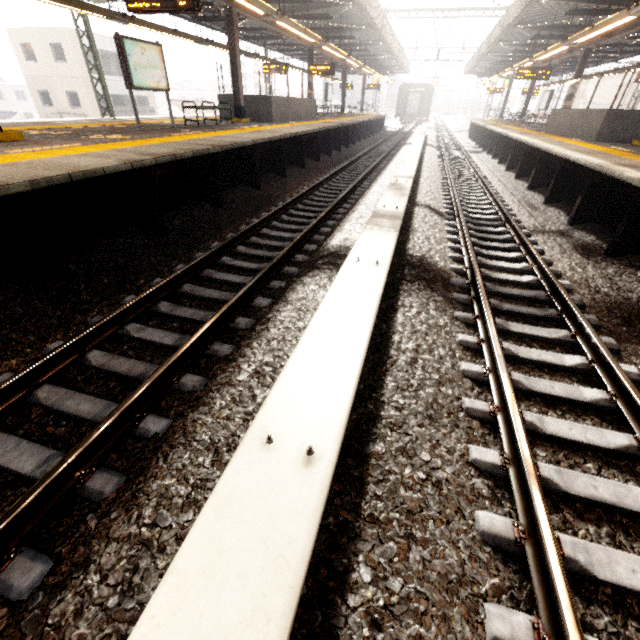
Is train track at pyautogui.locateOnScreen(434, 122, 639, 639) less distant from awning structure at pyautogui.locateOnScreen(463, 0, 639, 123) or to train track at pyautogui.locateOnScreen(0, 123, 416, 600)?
train track at pyautogui.locateOnScreen(0, 123, 416, 600)

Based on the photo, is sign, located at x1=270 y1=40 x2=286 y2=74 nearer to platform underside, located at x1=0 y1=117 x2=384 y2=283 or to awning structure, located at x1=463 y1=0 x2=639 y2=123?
platform underside, located at x1=0 y1=117 x2=384 y2=283

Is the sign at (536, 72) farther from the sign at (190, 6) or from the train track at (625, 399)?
the sign at (190, 6)

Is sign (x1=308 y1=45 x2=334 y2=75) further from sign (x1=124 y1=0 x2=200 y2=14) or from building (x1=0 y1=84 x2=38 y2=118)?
building (x1=0 y1=84 x2=38 y2=118)

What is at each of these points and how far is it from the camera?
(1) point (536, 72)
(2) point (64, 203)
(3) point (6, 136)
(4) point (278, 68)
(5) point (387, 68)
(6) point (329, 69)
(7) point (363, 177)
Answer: (1) sign, 15.9 meters
(2) platform underside, 4.6 meters
(3) awning structure, 6.0 meters
(4) sign, 18.8 meters
(5) awning structure, 30.7 meters
(6) sign, 18.1 meters
(7) train track, 11.1 meters

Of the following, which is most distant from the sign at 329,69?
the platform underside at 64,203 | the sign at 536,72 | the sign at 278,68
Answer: the sign at 536,72

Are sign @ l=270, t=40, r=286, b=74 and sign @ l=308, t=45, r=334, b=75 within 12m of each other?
yes

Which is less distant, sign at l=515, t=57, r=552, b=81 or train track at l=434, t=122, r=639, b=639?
train track at l=434, t=122, r=639, b=639
